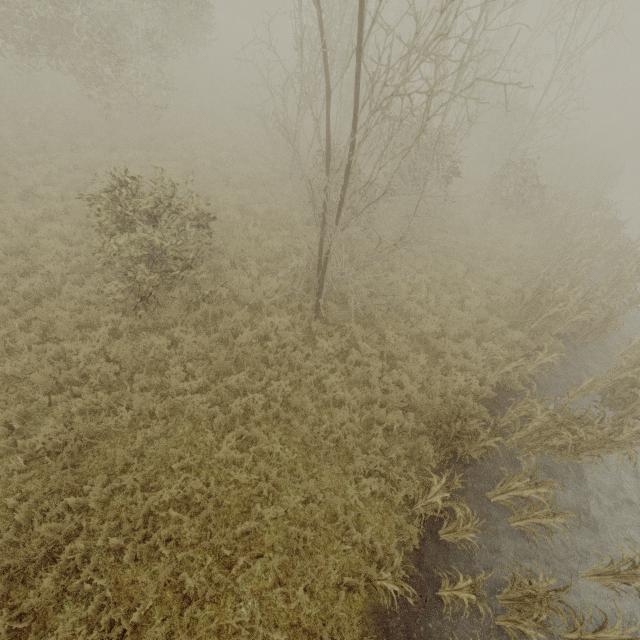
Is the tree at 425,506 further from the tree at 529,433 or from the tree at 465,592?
the tree at 529,433

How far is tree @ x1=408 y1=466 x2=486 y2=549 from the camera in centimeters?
515cm

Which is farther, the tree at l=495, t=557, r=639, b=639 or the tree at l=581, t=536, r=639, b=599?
the tree at l=581, t=536, r=639, b=599

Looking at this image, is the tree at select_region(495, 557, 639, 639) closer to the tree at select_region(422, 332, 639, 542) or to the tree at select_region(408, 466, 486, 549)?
the tree at select_region(408, 466, 486, 549)

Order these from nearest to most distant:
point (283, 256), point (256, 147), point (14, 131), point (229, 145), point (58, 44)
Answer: point (283, 256), point (58, 44), point (14, 131), point (229, 145), point (256, 147)

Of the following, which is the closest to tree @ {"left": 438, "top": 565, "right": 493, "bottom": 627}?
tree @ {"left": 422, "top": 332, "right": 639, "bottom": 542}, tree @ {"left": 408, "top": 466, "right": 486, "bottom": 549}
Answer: tree @ {"left": 408, "top": 466, "right": 486, "bottom": 549}

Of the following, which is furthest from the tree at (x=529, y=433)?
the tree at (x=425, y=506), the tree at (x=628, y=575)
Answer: the tree at (x=425, y=506)
